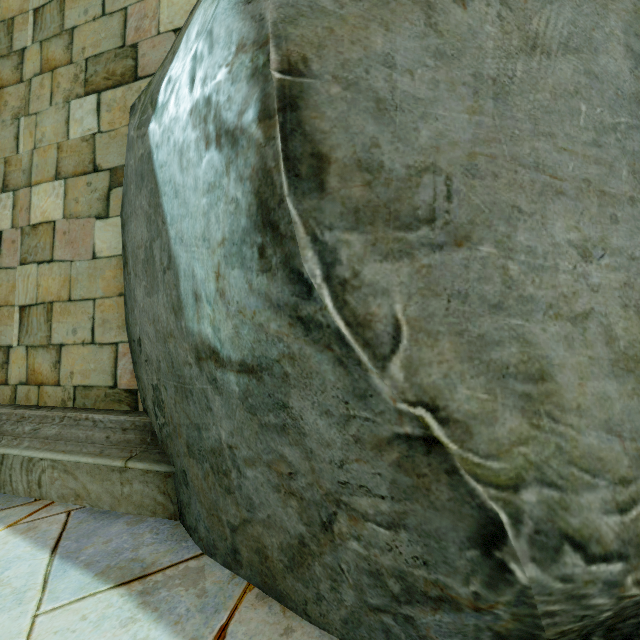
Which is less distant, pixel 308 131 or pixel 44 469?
pixel 308 131
